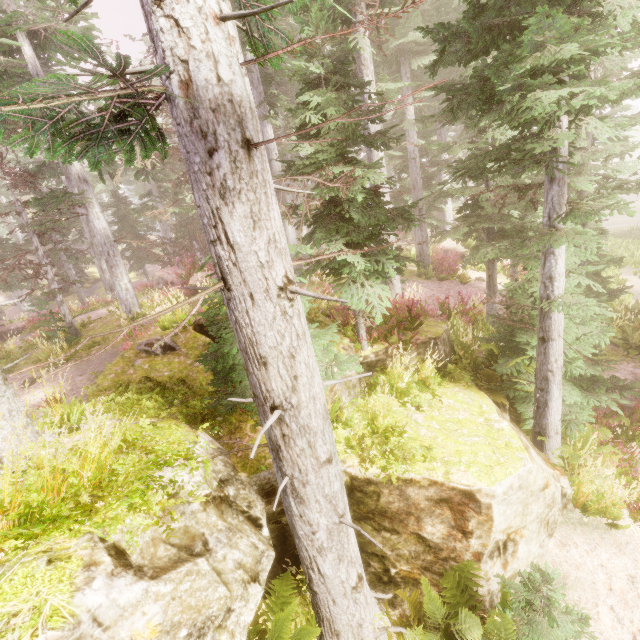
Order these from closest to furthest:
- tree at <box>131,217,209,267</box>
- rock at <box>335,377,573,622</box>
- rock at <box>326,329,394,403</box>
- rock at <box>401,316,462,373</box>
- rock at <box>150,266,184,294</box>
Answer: rock at <box>335,377,573,622</box> → rock at <box>326,329,394,403</box> → rock at <box>401,316,462,373</box> → rock at <box>150,266,184,294</box> → tree at <box>131,217,209,267</box>

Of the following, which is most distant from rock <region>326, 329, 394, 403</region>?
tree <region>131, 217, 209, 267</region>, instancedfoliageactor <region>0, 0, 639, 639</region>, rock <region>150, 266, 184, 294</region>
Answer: tree <region>131, 217, 209, 267</region>

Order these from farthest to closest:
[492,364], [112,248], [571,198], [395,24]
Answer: [395,24]
[112,248]
[492,364]
[571,198]

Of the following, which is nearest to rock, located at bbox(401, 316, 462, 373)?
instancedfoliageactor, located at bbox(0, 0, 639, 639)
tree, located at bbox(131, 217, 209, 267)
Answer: instancedfoliageactor, located at bbox(0, 0, 639, 639)

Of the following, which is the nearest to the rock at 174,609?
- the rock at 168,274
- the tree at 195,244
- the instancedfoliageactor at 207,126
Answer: the instancedfoliageactor at 207,126
